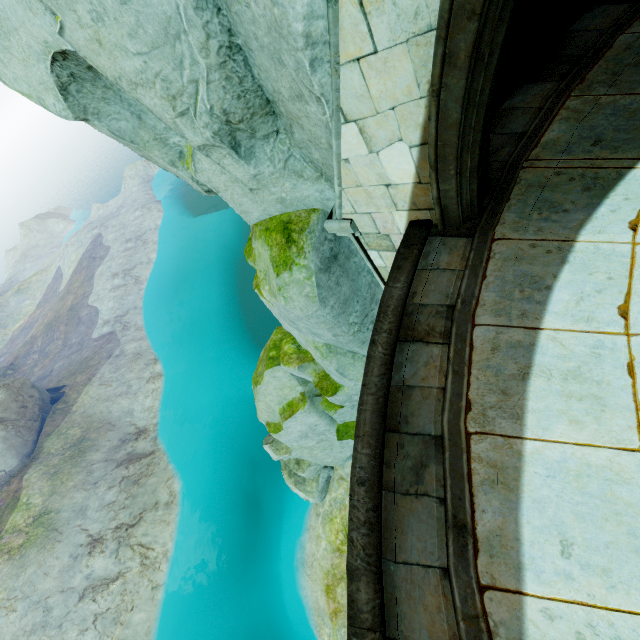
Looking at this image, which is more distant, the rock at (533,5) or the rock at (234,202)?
the rock at (533,5)

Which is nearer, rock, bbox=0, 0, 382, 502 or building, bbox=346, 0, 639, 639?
building, bbox=346, 0, 639, 639

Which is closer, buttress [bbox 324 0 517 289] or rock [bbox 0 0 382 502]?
buttress [bbox 324 0 517 289]

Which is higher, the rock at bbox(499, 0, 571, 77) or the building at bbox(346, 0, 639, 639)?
the building at bbox(346, 0, 639, 639)

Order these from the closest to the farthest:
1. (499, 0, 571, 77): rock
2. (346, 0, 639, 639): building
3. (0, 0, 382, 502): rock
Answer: (346, 0, 639, 639): building, (0, 0, 382, 502): rock, (499, 0, 571, 77): rock

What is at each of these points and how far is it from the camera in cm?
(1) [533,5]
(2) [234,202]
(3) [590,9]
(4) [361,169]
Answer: (1) rock, 474
(2) rock, 546
(3) building, 413
(4) buttress, 348

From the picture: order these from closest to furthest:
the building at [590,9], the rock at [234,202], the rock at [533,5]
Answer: the building at [590,9]
the rock at [234,202]
the rock at [533,5]

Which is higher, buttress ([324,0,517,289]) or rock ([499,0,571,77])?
buttress ([324,0,517,289])
